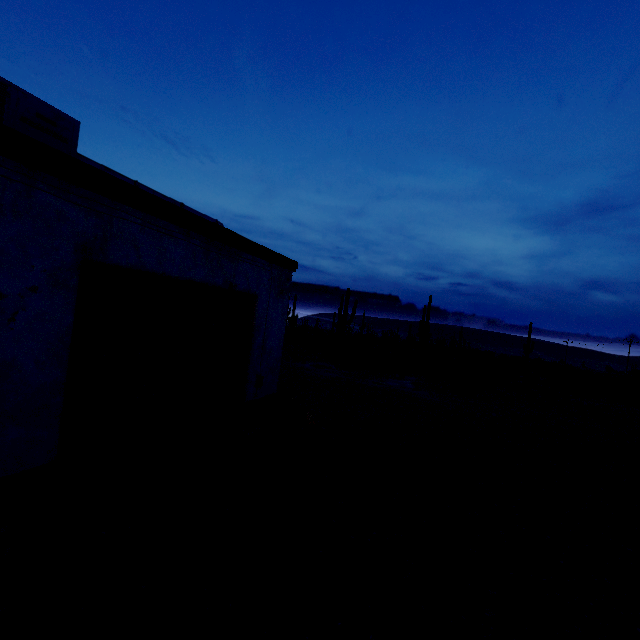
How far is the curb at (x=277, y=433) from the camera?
7.2 meters

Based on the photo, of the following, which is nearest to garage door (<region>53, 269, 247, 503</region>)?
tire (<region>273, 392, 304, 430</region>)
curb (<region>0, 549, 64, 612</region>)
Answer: curb (<region>0, 549, 64, 612</region>)

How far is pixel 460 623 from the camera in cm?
342

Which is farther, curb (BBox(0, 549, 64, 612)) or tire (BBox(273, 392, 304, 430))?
tire (BBox(273, 392, 304, 430))

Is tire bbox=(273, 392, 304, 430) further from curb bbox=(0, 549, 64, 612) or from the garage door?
curb bbox=(0, 549, 64, 612)

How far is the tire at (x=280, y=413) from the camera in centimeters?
798cm

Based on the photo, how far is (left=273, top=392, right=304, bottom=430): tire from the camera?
8.0m

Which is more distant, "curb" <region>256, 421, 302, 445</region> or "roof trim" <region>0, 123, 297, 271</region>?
"curb" <region>256, 421, 302, 445</region>
